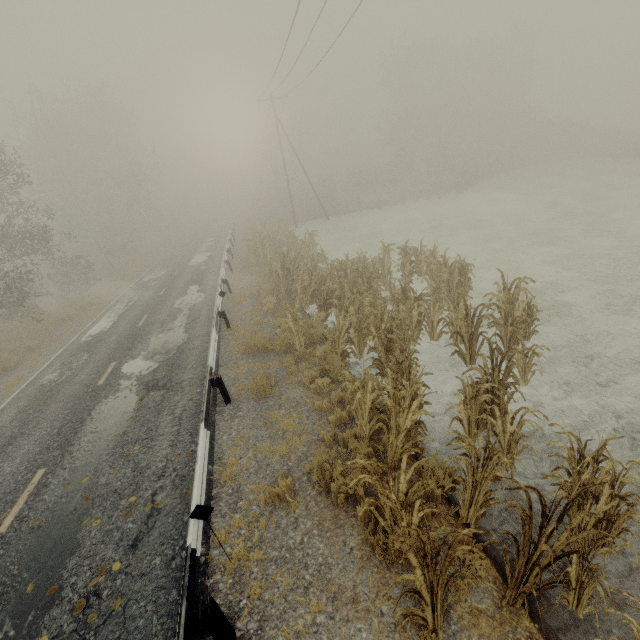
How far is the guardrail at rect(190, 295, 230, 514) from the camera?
5.1 meters

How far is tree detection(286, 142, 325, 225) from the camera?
36.8m

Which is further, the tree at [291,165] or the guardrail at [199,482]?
the tree at [291,165]

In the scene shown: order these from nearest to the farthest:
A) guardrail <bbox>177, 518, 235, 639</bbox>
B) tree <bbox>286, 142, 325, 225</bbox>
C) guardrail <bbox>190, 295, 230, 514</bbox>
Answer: guardrail <bbox>177, 518, 235, 639</bbox>, guardrail <bbox>190, 295, 230, 514</bbox>, tree <bbox>286, 142, 325, 225</bbox>

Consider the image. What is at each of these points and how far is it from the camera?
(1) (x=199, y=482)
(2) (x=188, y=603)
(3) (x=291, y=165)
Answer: (1) guardrail, 5.2m
(2) guardrail, 3.6m
(3) tree, 39.1m

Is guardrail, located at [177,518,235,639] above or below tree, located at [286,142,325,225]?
below

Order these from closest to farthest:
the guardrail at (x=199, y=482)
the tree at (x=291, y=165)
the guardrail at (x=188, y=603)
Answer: the guardrail at (x=188, y=603), the guardrail at (x=199, y=482), the tree at (x=291, y=165)

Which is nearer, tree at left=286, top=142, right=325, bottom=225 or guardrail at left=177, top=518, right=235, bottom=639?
guardrail at left=177, top=518, right=235, bottom=639
